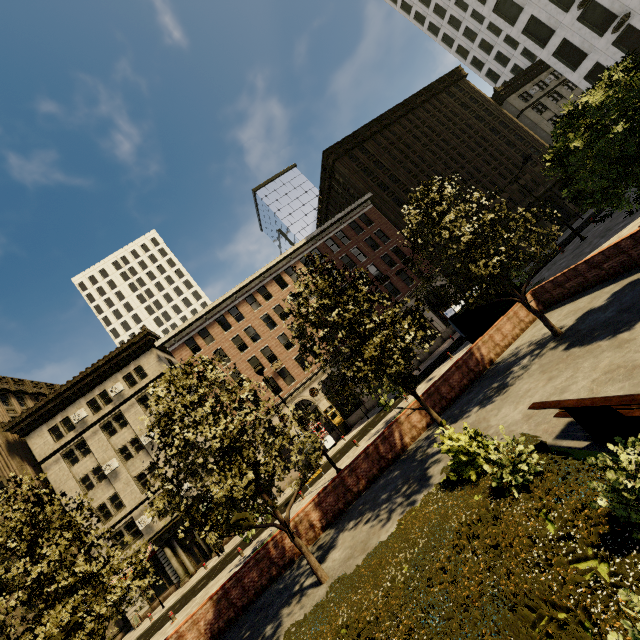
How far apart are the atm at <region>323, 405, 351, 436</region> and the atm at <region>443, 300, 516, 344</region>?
17.7m

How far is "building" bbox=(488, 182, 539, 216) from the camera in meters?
42.8 m

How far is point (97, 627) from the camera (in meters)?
7.96

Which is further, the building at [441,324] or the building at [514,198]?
the building at [514,198]

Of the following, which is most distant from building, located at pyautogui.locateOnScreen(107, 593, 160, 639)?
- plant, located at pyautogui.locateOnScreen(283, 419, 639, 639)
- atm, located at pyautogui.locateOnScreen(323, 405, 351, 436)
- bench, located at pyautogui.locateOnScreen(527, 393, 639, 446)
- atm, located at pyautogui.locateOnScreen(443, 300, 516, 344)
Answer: bench, located at pyautogui.locateOnScreen(527, 393, 639, 446)

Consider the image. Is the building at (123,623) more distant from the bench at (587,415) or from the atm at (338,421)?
the bench at (587,415)

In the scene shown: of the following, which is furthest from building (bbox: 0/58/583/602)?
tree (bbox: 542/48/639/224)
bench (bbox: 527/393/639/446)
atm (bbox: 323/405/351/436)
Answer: bench (bbox: 527/393/639/446)
